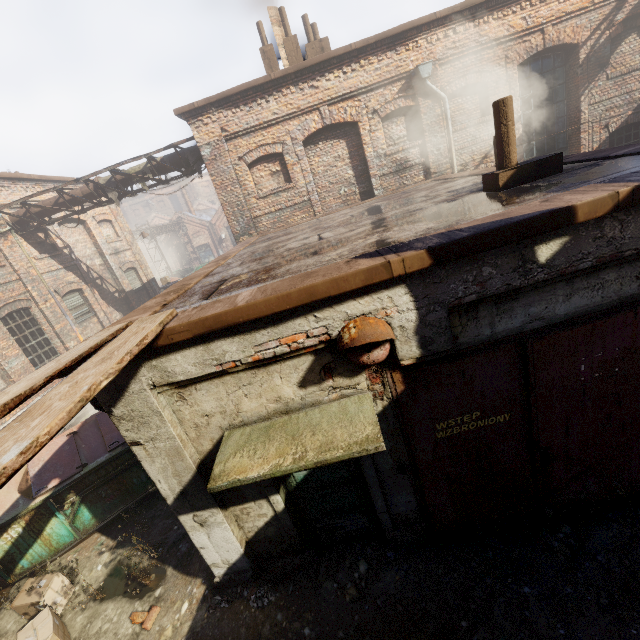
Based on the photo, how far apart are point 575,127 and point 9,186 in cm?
2035

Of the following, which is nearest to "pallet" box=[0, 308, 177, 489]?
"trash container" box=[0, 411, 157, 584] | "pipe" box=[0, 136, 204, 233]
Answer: "trash container" box=[0, 411, 157, 584]

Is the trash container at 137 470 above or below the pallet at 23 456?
below

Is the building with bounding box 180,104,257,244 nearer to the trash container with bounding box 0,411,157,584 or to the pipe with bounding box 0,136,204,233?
the pipe with bounding box 0,136,204,233

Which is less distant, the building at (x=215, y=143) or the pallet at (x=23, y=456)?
the pallet at (x=23, y=456)

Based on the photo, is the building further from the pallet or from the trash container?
the pallet

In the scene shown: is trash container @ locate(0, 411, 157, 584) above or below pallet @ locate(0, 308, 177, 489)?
below
